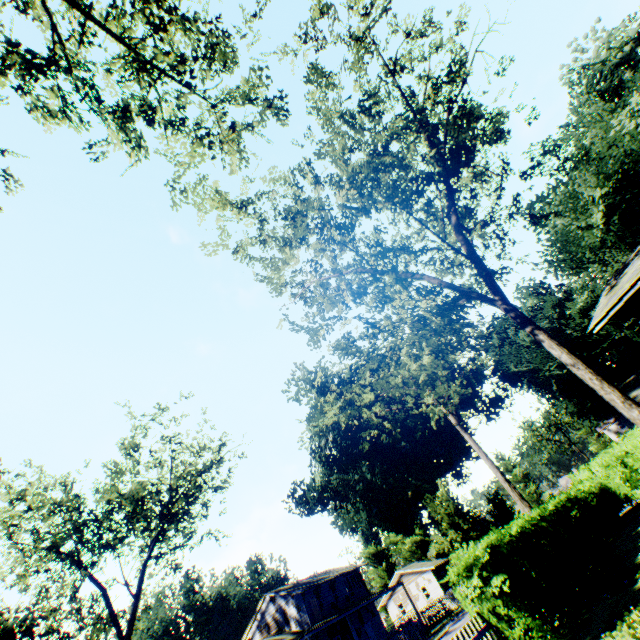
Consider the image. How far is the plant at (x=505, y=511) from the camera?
43.0 meters

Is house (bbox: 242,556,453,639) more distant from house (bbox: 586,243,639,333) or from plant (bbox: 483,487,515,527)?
house (bbox: 586,243,639,333)

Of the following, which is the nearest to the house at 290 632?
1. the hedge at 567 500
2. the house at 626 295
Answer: the hedge at 567 500

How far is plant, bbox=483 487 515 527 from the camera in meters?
43.0 m

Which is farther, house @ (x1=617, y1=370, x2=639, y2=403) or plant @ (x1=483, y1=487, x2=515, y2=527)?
plant @ (x1=483, y1=487, x2=515, y2=527)

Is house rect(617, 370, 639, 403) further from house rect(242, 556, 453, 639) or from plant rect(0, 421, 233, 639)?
house rect(242, 556, 453, 639)

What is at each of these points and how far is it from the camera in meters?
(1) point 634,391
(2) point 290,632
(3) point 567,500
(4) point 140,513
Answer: (1) house, 23.4
(2) house, 32.6
(3) hedge, 14.9
(4) plant, 34.1

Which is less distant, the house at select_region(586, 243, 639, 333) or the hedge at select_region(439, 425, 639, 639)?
the hedge at select_region(439, 425, 639, 639)
